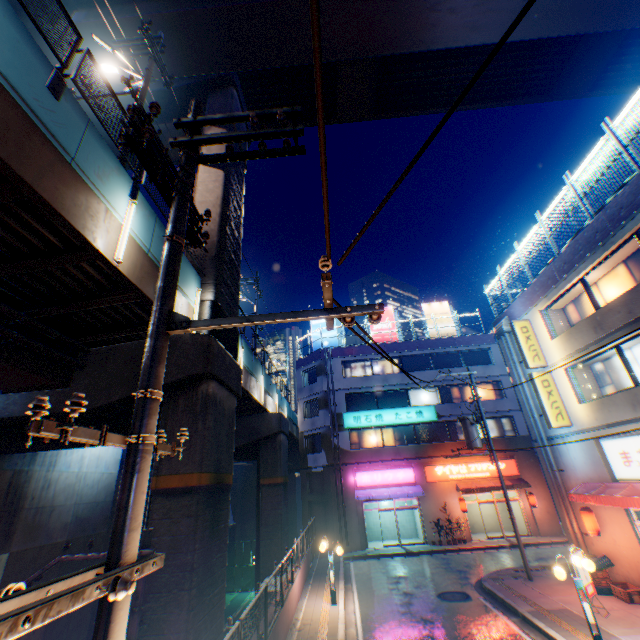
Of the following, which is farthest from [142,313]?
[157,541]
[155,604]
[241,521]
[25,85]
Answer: [241,521]

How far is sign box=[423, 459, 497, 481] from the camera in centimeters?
2480cm

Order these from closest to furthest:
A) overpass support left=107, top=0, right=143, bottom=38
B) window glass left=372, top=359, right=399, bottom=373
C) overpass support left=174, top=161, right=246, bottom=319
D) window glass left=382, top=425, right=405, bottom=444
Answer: overpass support left=174, top=161, right=246, bottom=319
overpass support left=107, top=0, right=143, bottom=38
window glass left=382, top=425, right=405, bottom=444
window glass left=372, top=359, right=399, bottom=373

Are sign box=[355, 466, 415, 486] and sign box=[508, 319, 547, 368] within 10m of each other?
no

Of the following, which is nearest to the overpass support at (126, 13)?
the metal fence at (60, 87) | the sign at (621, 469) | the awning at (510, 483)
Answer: the metal fence at (60, 87)

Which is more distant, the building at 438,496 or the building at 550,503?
the building at 438,496

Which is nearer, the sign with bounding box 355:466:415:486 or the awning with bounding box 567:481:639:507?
the awning with bounding box 567:481:639:507

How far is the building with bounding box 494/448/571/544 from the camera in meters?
16.4
